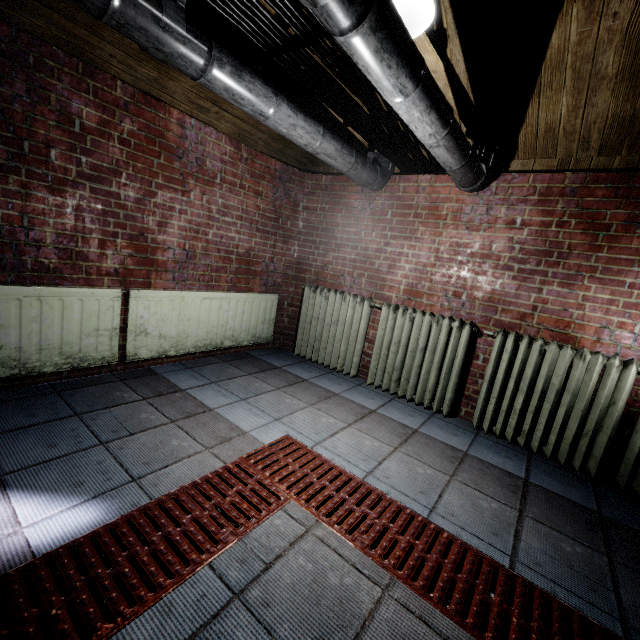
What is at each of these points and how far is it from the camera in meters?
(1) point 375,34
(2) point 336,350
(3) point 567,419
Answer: (1) pipe, 1.0 m
(2) radiator, 3.3 m
(3) radiator, 2.2 m

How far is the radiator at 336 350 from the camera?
2.65m

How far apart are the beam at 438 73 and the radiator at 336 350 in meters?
1.3 m

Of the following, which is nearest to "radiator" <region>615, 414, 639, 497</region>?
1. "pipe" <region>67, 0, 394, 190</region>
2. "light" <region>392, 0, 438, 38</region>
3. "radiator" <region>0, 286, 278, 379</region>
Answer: "radiator" <region>0, 286, 278, 379</region>

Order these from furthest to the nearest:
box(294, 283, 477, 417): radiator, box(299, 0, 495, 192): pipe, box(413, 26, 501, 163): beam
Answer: box(294, 283, 477, 417): radiator
box(413, 26, 501, 163): beam
box(299, 0, 495, 192): pipe

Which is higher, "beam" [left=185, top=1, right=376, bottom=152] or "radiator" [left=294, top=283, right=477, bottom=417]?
"beam" [left=185, top=1, right=376, bottom=152]

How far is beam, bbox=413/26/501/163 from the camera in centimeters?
167cm

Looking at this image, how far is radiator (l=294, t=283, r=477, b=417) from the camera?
2.65m
